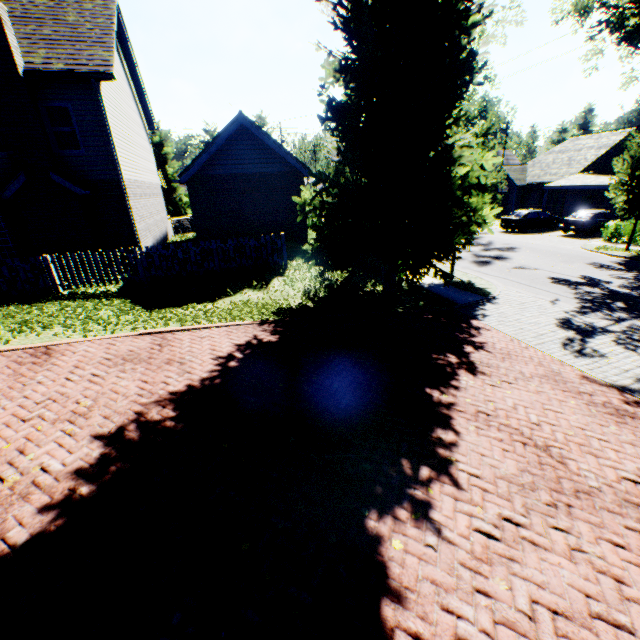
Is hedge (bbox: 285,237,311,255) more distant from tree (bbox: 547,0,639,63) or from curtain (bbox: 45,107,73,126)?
curtain (bbox: 45,107,73,126)

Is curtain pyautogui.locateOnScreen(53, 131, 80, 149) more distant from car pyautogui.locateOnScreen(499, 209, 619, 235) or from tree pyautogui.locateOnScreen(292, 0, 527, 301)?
car pyautogui.locateOnScreen(499, 209, 619, 235)

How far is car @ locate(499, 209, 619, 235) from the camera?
22.48m

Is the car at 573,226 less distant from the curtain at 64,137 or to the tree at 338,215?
the tree at 338,215

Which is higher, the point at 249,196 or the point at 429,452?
the point at 249,196

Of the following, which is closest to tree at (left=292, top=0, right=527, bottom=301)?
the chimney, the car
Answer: the car

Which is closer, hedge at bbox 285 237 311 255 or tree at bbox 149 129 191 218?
hedge at bbox 285 237 311 255

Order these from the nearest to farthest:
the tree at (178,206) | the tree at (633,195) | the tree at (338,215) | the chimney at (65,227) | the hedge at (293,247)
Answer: the tree at (338,215) → the chimney at (65,227) → the hedge at (293,247) → the tree at (633,195) → the tree at (178,206)
